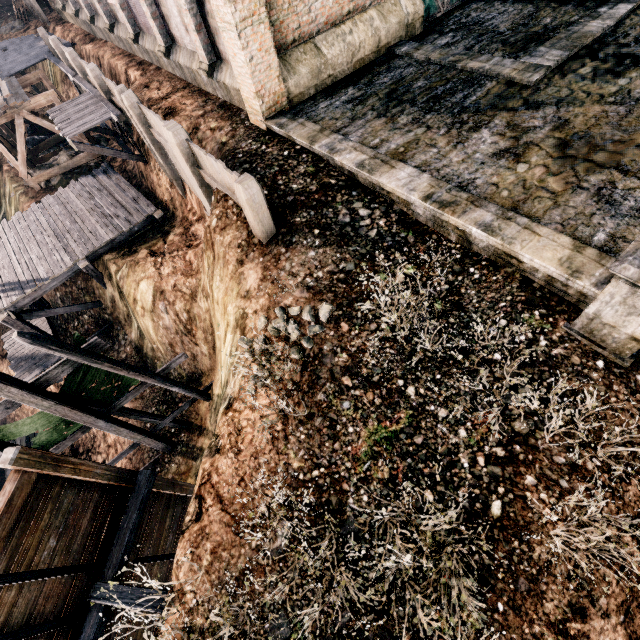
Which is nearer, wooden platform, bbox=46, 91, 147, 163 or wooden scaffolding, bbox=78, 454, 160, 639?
wooden scaffolding, bbox=78, 454, 160, 639

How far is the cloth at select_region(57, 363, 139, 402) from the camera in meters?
10.5

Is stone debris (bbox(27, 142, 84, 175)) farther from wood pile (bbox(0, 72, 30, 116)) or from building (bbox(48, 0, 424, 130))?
building (bbox(48, 0, 424, 130))

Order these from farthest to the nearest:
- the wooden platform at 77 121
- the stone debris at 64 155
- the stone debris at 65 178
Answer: the stone debris at 64 155
the stone debris at 65 178
the wooden platform at 77 121

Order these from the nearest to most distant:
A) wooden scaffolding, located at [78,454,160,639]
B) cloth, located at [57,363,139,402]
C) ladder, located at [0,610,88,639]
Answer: ladder, located at [0,610,88,639] → wooden scaffolding, located at [78,454,160,639] → cloth, located at [57,363,139,402]

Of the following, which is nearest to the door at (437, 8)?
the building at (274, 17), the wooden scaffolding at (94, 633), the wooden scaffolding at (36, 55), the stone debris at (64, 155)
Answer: the building at (274, 17)

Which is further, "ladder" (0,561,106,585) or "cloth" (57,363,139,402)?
"cloth" (57,363,139,402)

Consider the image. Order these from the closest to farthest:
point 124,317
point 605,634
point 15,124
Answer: point 605,634, point 124,317, point 15,124
